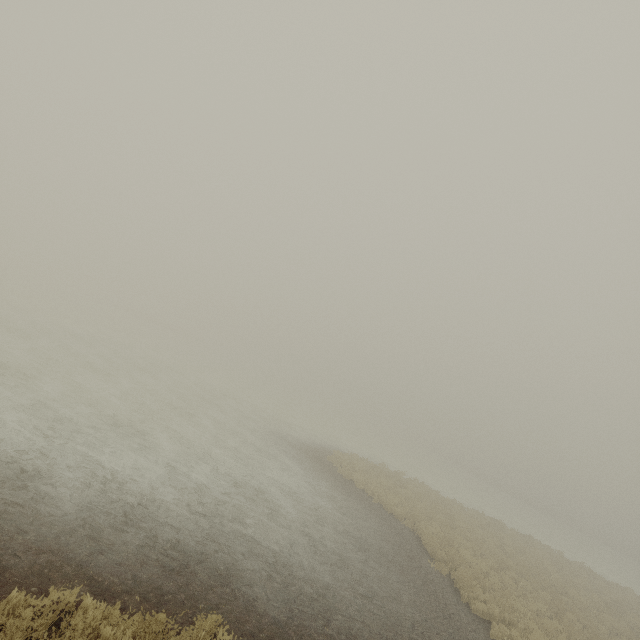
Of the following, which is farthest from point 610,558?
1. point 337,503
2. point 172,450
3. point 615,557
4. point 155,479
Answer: point 155,479
